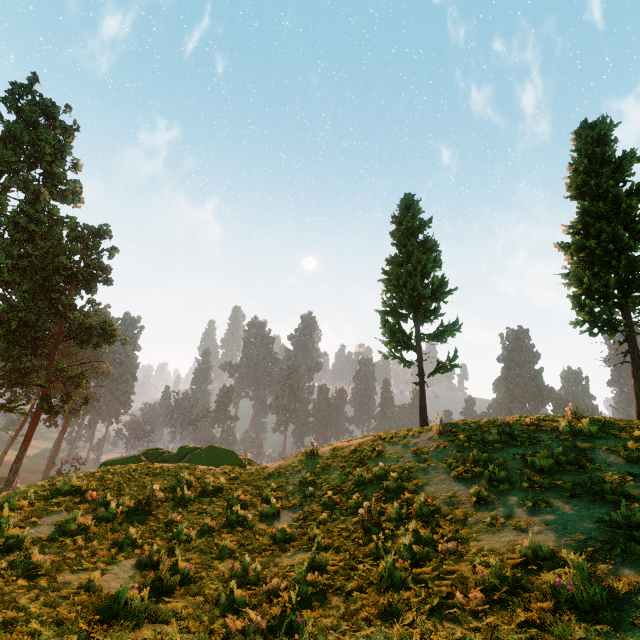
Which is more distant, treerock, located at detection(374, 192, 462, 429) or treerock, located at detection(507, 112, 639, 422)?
treerock, located at detection(374, 192, 462, 429)

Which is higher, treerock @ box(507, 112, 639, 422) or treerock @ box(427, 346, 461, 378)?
treerock @ box(507, 112, 639, 422)

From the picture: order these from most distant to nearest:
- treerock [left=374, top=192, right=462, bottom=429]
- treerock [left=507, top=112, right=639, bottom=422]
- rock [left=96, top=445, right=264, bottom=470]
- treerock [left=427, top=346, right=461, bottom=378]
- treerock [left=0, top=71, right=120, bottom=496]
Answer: treerock [left=0, top=71, right=120, bottom=496]
treerock [left=374, top=192, right=462, bottom=429]
treerock [left=427, top=346, right=461, bottom=378]
rock [left=96, top=445, right=264, bottom=470]
treerock [left=507, top=112, right=639, bottom=422]

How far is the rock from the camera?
16.8 meters

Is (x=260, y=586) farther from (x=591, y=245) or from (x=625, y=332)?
(x=591, y=245)

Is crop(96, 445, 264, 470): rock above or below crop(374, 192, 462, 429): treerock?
below

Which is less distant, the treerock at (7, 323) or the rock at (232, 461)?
the rock at (232, 461)

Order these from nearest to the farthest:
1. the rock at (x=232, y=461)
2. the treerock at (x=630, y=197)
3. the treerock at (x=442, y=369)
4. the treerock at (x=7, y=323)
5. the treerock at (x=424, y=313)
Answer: the treerock at (x=630, y=197), the rock at (x=232, y=461), the treerock at (x=442, y=369), the treerock at (x=424, y=313), the treerock at (x=7, y=323)
